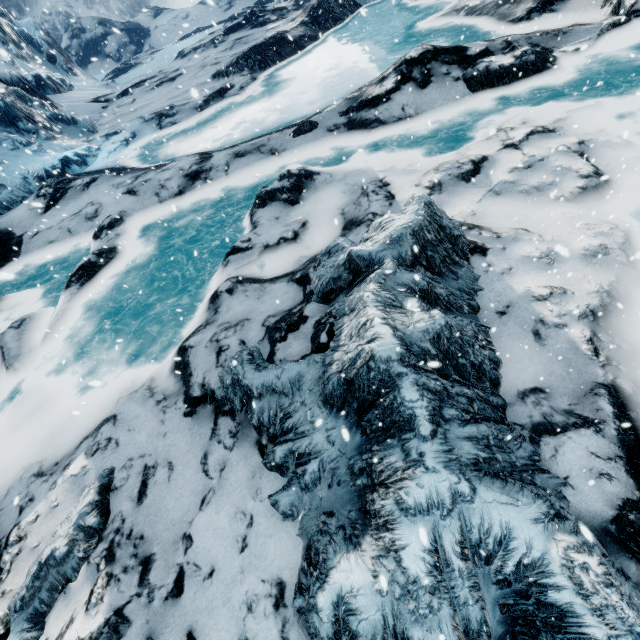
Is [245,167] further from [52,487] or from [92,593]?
[92,593]
